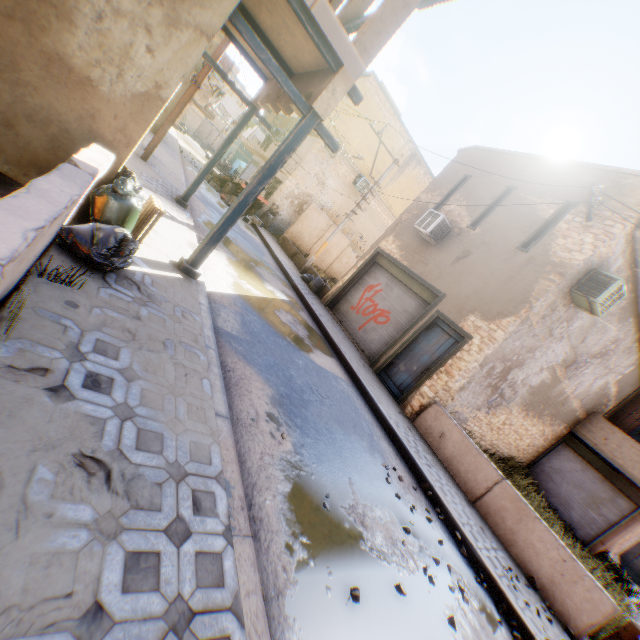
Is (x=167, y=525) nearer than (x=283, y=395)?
Yes

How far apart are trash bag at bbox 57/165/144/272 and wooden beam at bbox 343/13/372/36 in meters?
4.1 m

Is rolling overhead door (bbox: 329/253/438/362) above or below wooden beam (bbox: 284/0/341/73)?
below

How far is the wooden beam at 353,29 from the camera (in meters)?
5.24

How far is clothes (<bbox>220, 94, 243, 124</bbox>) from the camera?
17.42m

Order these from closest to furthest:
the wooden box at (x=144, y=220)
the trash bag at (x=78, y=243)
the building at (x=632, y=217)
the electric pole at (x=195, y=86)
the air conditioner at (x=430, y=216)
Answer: the trash bag at (x=78, y=243)
the wooden box at (x=144, y=220)
the building at (x=632, y=217)
the electric pole at (x=195, y=86)
the air conditioner at (x=430, y=216)

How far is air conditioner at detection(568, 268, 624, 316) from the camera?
7.9m

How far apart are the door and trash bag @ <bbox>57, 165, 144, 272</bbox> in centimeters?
206cm
